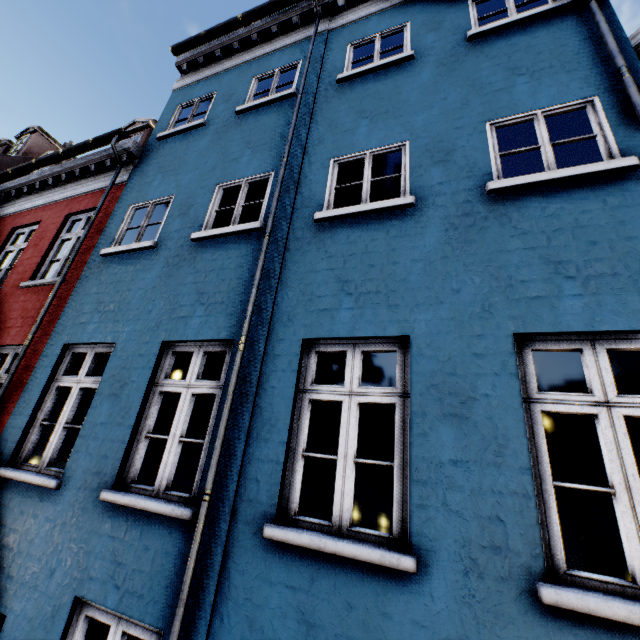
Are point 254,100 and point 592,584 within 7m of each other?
no
